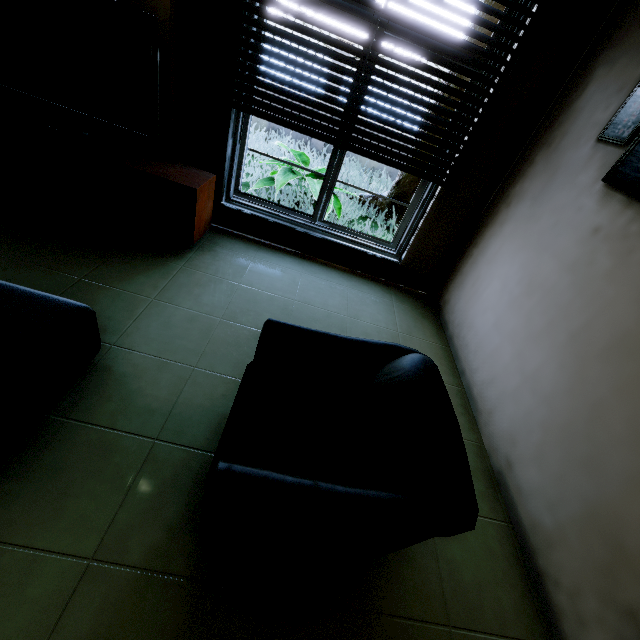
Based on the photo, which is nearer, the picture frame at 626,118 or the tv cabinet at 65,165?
the picture frame at 626,118

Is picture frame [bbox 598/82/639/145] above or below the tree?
above

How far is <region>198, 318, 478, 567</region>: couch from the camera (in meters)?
0.94

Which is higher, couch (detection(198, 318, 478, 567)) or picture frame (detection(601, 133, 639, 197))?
picture frame (detection(601, 133, 639, 197))

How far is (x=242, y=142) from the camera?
2.9 meters

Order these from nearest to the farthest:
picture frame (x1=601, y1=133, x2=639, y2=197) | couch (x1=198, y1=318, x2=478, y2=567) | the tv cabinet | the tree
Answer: couch (x1=198, y1=318, x2=478, y2=567), picture frame (x1=601, y1=133, x2=639, y2=197), the tv cabinet, the tree

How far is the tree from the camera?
5.89m

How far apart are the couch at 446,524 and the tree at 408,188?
5.0 meters
